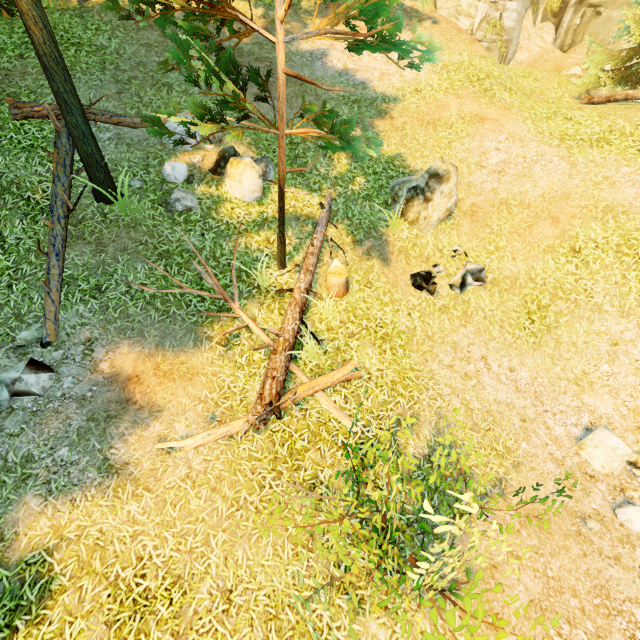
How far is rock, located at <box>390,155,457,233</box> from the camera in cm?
820

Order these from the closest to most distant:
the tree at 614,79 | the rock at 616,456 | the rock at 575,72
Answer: the rock at 616,456
the tree at 614,79
the rock at 575,72

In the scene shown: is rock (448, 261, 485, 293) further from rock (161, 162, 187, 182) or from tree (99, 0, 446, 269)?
rock (161, 162, 187, 182)

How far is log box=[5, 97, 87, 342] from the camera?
5.9 meters

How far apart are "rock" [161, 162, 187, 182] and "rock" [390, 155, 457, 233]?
5.46m

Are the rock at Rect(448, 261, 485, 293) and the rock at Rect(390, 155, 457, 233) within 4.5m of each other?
yes

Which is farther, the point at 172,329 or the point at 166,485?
the point at 172,329

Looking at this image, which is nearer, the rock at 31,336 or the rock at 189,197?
the rock at 31,336
